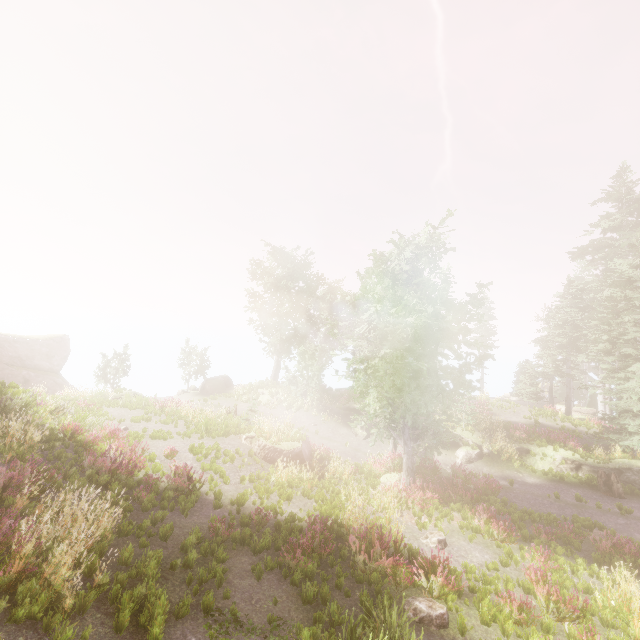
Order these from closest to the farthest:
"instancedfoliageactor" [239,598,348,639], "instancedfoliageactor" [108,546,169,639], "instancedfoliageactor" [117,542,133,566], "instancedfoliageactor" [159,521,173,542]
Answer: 1. "instancedfoliageactor" [108,546,169,639]
2. "instancedfoliageactor" [239,598,348,639]
3. "instancedfoliageactor" [117,542,133,566]
4. "instancedfoliageactor" [159,521,173,542]

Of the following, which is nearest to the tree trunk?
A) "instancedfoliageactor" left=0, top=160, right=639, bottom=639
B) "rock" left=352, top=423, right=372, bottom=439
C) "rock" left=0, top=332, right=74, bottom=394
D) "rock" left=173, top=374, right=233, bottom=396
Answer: "instancedfoliageactor" left=0, top=160, right=639, bottom=639

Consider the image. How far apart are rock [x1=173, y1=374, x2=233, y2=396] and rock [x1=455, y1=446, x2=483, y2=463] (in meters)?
23.11

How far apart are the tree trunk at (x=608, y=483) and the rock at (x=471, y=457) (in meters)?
5.54

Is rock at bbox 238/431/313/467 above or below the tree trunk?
above

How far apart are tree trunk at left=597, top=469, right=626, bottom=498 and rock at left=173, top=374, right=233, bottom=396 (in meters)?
30.28

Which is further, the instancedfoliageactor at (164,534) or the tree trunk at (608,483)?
the tree trunk at (608,483)

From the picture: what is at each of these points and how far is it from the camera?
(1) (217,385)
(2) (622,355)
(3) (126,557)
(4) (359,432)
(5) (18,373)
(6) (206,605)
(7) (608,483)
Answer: (1) rock, 34.5m
(2) instancedfoliageactor, 22.1m
(3) instancedfoliageactor, 6.7m
(4) rock, 24.4m
(5) rock, 29.8m
(6) instancedfoliageactor, 6.3m
(7) tree trunk, 17.3m
